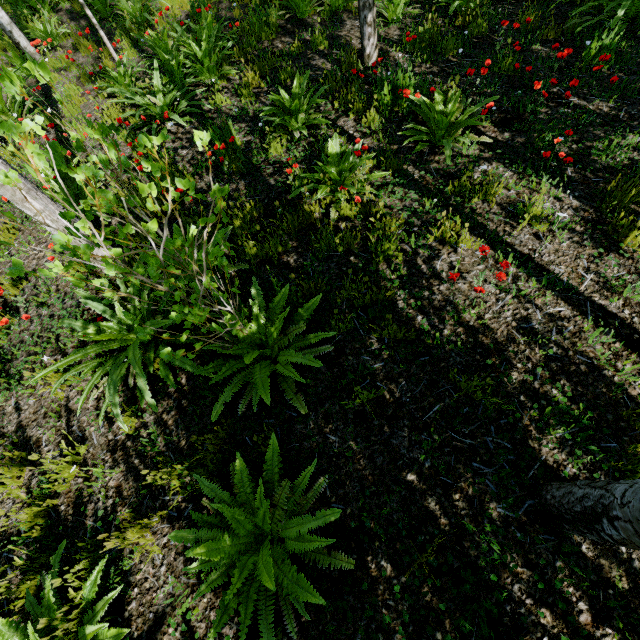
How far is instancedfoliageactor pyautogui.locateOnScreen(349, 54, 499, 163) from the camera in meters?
3.5 m

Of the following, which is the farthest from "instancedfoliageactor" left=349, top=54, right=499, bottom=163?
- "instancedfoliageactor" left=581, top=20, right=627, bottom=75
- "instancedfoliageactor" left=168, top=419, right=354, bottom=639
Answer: "instancedfoliageactor" left=581, top=20, right=627, bottom=75

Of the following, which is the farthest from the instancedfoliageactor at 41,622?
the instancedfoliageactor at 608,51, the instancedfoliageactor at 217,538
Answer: the instancedfoliageactor at 608,51

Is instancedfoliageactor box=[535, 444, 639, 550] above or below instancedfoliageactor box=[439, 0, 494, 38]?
above

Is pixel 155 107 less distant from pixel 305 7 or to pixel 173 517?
pixel 305 7

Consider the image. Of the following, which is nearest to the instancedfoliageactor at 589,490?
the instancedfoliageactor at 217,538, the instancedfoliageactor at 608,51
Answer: the instancedfoliageactor at 217,538

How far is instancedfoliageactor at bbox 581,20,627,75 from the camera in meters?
3.3
